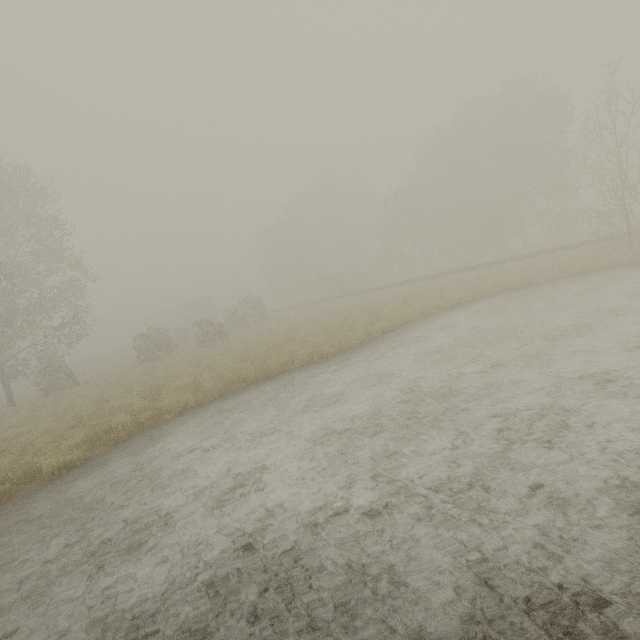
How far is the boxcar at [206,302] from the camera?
53.2 meters

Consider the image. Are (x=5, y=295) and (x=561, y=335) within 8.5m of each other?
no

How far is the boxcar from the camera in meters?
53.2 m
